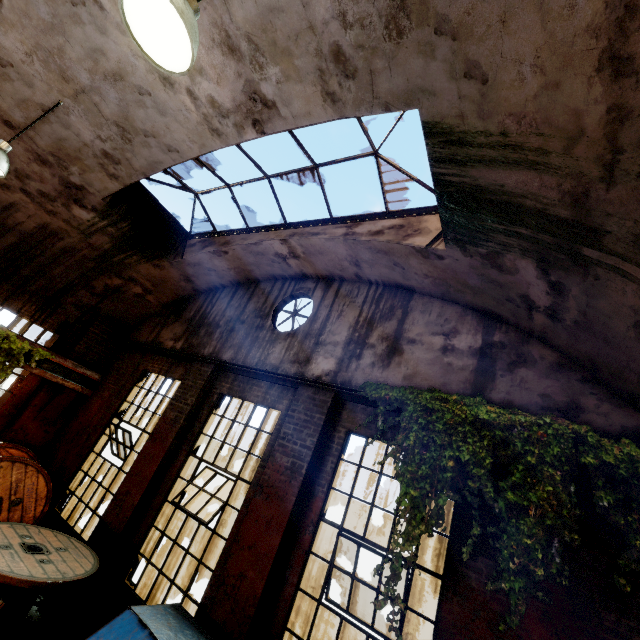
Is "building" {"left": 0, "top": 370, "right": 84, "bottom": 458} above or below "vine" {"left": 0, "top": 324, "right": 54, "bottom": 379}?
below

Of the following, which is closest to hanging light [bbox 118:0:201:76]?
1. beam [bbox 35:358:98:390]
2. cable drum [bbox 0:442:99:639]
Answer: cable drum [bbox 0:442:99:639]

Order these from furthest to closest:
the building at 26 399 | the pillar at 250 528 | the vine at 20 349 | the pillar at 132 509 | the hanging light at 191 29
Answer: the building at 26 399
the vine at 20 349
the pillar at 132 509
the pillar at 250 528
the hanging light at 191 29

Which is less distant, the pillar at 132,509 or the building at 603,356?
the building at 603,356

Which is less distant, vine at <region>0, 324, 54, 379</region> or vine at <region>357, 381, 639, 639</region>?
vine at <region>357, 381, 639, 639</region>

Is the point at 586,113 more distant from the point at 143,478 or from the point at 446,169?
the point at 143,478

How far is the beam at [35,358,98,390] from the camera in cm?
827

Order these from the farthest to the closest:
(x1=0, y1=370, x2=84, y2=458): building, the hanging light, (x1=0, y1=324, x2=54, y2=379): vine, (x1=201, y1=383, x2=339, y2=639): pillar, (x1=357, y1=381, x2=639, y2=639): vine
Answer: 1. (x1=0, y1=370, x2=84, y2=458): building
2. (x1=0, y1=324, x2=54, y2=379): vine
3. (x1=201, y1=383, x2=339, y2=639): pillar
4. (x1=357, y1=381, x2=639, y2=639): vine
5. the hanging light
